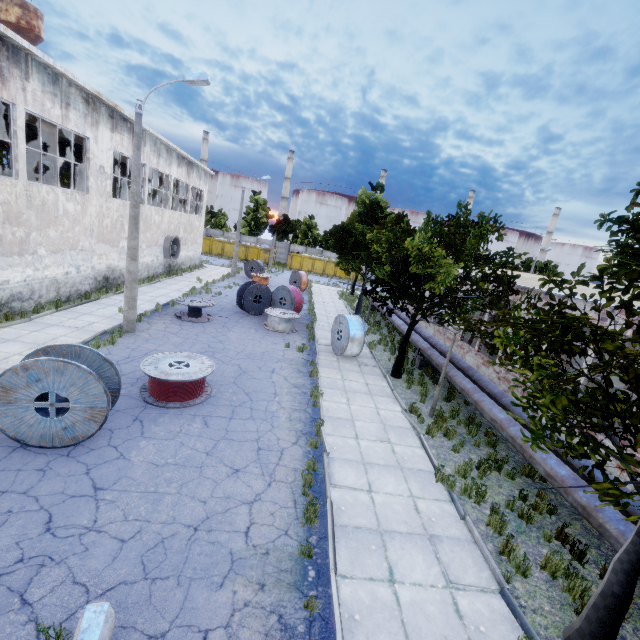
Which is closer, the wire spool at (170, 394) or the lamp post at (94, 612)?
the lamp post at (94, 612)

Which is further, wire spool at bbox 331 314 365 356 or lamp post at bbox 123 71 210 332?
wire spool at bbox 331 314 365 356

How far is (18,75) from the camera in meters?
11.6 m

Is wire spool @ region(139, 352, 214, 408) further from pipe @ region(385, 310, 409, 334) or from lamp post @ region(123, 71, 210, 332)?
pipe @ region(385, 310, 409, 334)

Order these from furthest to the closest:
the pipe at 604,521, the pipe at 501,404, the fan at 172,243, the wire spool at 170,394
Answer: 1. the fan at 172,243
2. the wire spool at 170,394
3. the pipe at 501,404
4. the pipe at 604,521

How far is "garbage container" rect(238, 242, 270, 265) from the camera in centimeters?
4900cm

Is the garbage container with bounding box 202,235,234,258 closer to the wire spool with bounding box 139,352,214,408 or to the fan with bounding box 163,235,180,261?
the fan with bounding box 163,235,180,261

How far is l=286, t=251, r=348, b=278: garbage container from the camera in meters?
49.7
